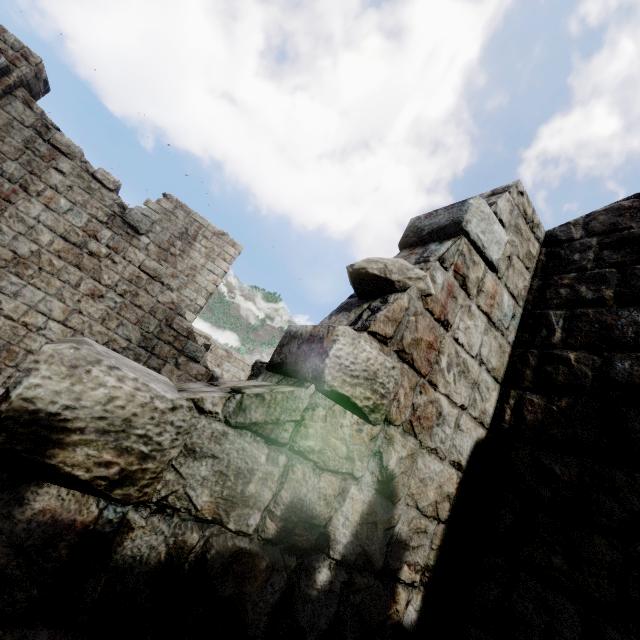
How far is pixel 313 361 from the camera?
2.1 meters
